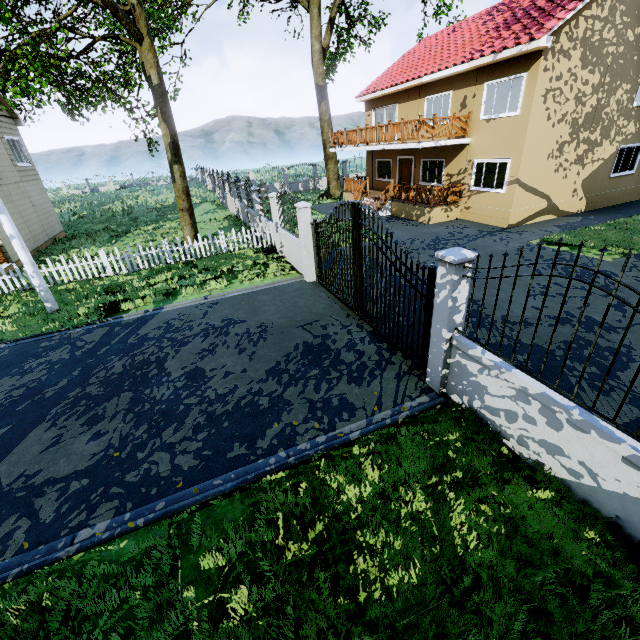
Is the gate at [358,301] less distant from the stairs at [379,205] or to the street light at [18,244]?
the street light at [18,244]

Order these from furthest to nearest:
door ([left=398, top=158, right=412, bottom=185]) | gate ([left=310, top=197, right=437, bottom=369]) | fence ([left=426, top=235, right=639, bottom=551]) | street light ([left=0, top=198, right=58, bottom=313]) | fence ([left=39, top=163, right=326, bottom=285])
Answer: door ([left=398, top=158, right=412, bottom=185])
fence ([left=39, top=163, right=326, bottom=285])
street light ([left=0, top=198, right=58, bottom=313])
gate ([left=310, top=197, right=437, bottom=369])
fence ([left=426, top=235, right=639, bottom=551])

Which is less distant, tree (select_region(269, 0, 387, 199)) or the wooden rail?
the wooden rail

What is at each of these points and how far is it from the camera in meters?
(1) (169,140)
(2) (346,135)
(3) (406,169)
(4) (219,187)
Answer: (1) tree, 13.4
(2) wooden rail, 20.3
(3) door, 20.3
(4) fence, 28.4

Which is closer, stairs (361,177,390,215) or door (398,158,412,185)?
stairs (361,177,390,215)

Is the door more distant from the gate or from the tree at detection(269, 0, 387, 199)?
the gate

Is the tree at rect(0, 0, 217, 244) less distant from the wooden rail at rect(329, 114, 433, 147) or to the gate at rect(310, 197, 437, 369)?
the wooden rail at rect(329, 114, 433, 147)

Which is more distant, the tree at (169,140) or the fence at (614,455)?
the tree at (169,140)
